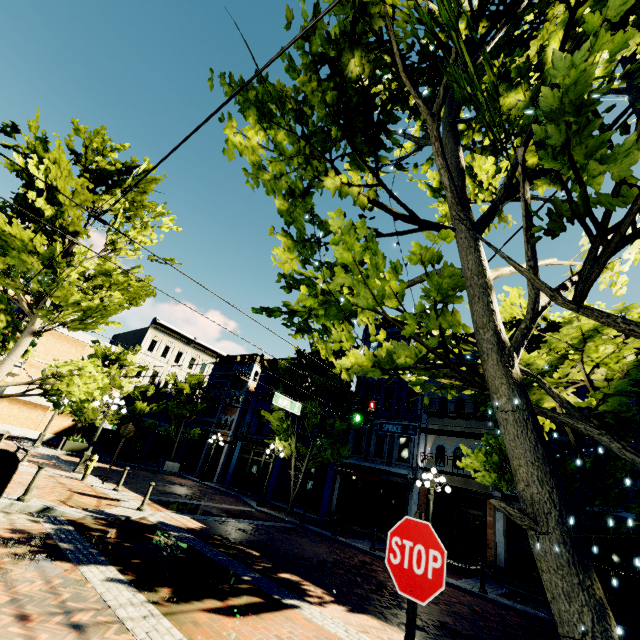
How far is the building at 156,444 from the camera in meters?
32.6

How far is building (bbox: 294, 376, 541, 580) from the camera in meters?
14.8

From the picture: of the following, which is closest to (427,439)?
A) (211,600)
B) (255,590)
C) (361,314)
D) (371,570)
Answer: (371,570)

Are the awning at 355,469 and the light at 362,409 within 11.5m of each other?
yes

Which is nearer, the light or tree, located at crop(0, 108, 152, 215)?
tree, located at crop(0, 108, 152, 215)

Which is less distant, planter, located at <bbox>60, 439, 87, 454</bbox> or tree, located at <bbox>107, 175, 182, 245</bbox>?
tree, located at <bbox>107, 175, 182, 245</bbox>

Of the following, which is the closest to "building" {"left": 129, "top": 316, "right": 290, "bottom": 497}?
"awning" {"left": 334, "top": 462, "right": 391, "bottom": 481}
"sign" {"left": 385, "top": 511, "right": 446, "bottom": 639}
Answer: "awning" {"left": 334, "top": 462, "right": 391, "bottom": 481}

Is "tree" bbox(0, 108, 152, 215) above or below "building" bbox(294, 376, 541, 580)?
above
